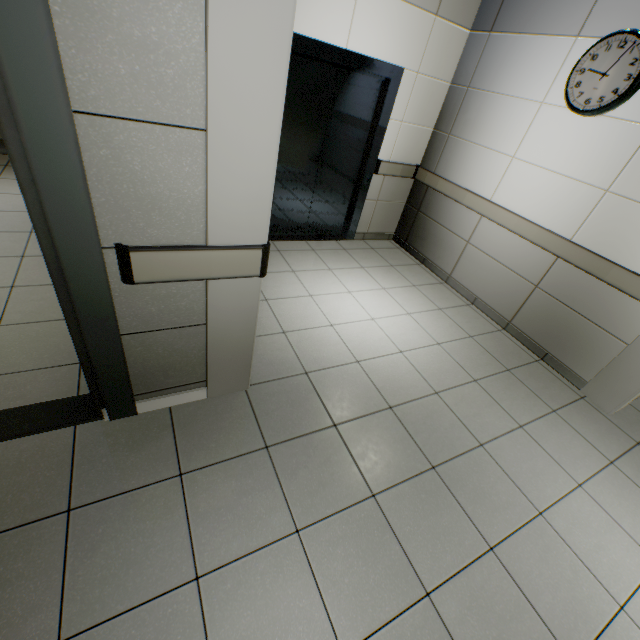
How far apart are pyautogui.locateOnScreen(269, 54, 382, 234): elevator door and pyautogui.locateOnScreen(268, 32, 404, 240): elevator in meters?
0.0

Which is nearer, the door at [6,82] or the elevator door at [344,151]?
the door at [6,82]

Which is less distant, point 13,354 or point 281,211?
point 13,354

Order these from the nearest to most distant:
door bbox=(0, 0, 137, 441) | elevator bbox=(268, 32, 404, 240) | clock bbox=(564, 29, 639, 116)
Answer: door bbox=(0, 0, 137, 441) → clock bbox=(564, 29, 639, 116) → elevator bbox=(268, 32, 404, 240)

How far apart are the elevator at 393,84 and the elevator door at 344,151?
0.00m

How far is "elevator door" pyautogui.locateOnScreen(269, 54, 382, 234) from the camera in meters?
3.5

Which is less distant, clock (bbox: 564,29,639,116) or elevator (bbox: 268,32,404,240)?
clock (bbox: 564,29,639,116)

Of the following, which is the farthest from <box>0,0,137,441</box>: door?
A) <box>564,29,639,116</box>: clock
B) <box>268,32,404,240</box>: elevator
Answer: <box>564,29,639,116</box>: clock
